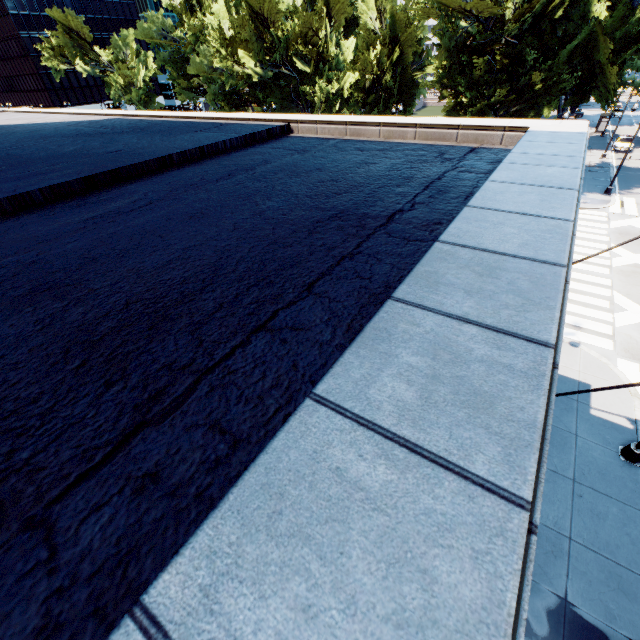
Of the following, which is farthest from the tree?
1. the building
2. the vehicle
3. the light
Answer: the light

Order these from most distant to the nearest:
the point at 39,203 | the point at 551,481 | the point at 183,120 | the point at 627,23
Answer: the point at 627,23 < the point at 183,120 < the point at 551,481 < the point at 39,203

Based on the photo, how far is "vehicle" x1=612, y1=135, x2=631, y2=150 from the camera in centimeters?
4182cm

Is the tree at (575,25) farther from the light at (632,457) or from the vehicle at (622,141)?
the light at (632,457)

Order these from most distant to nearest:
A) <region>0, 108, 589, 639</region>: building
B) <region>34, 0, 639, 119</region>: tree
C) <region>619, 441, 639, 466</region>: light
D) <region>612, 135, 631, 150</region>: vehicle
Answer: <region>612, 135, 631, 150</region>: vehicle
<region>34, 0, 639, 119</region>: tree
<region>619, 441, 639, 466</region>: light
<region>0, 108, 589, 639</region>: building

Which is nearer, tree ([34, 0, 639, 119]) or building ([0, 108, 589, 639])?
building ([0, 108, 589, 639])

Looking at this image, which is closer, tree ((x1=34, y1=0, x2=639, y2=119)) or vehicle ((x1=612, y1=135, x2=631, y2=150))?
tree ((x1=34, y1=0, x2=639, y2=119))

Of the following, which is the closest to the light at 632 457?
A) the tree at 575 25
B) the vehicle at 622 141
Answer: the tree at 575 25
